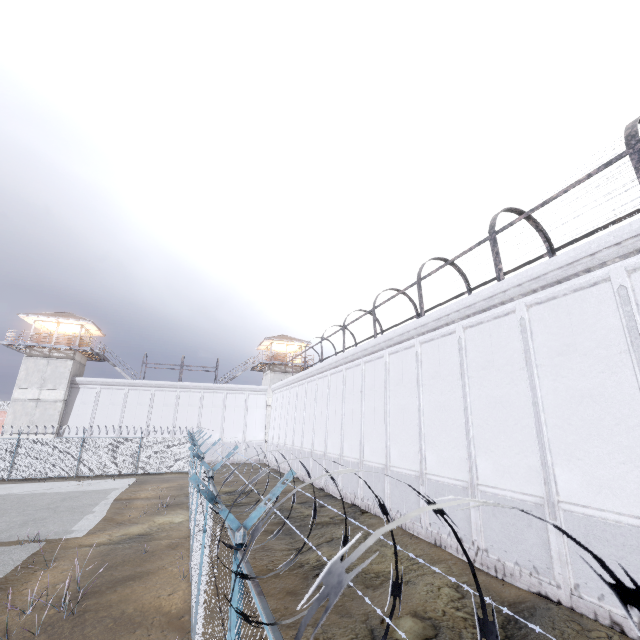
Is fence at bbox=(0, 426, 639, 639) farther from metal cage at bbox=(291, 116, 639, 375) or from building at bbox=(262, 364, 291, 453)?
building at bbox=(262, 364, 291, 453)

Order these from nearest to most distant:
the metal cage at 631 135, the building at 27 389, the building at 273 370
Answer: the metal cage at 631 135
the building at 27 389
the building at 273 370

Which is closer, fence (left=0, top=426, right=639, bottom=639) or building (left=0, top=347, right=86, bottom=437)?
fence (left=0, top=426, right=639, bottom=639)

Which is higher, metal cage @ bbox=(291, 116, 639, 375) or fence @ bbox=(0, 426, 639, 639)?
metal cage @ bbox=(291, 116, 639, 375)

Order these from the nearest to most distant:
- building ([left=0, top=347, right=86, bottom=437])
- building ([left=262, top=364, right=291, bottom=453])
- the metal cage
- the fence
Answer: the fence, the metal cage, building ([left=0, top=347, right=86, bottom=437]), building ([left=262, top=364, right=291, bottom=453])

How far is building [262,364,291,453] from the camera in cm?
3724

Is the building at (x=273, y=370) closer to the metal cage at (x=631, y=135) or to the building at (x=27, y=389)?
the building at (x=27, y=389)

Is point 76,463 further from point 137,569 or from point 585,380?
point 585,380
